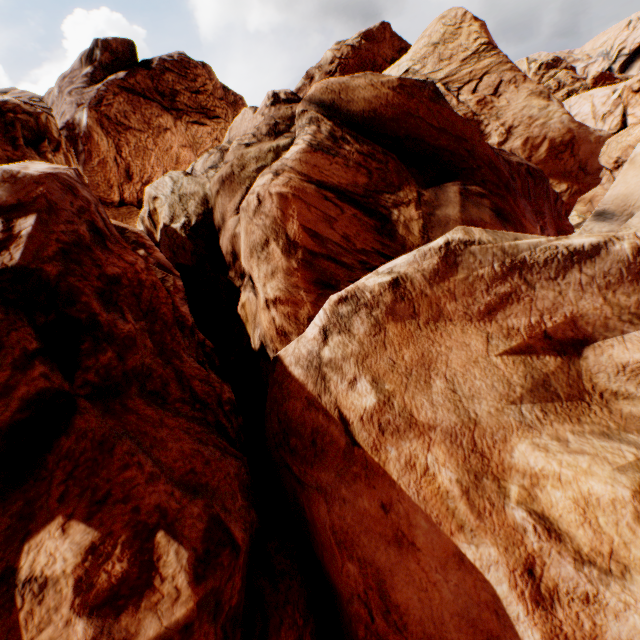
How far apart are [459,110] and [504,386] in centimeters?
3668cm
